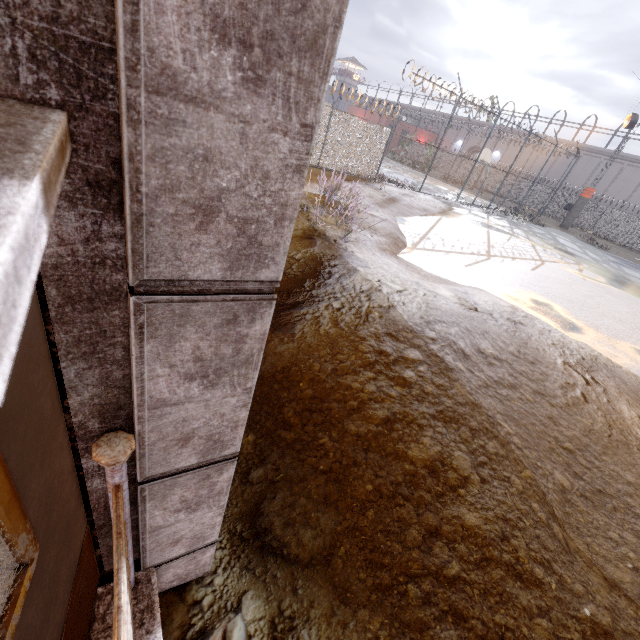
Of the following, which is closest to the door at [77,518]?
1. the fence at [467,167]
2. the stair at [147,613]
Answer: the stair at [147,613]

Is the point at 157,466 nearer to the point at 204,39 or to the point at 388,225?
the point at 204,39

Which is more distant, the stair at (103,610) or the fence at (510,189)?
the fence at (510,189)

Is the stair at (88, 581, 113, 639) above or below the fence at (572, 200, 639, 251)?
below

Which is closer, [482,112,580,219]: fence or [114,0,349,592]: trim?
[114,0,349,592]: trim

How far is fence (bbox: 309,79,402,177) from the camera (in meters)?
15.99
